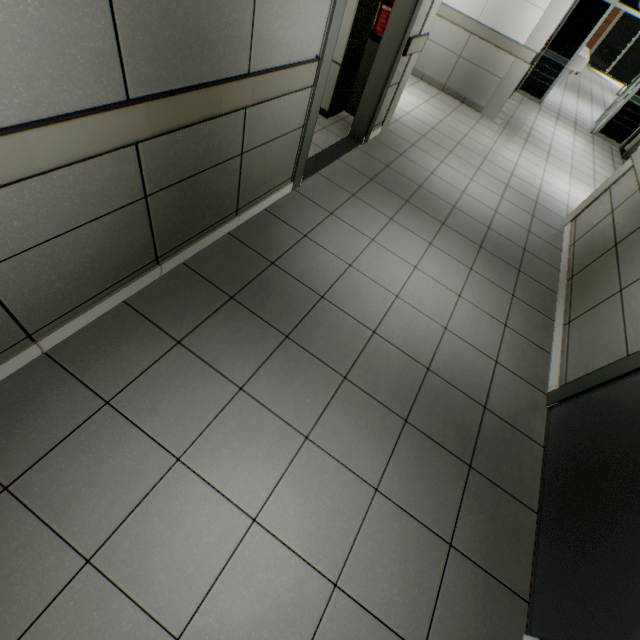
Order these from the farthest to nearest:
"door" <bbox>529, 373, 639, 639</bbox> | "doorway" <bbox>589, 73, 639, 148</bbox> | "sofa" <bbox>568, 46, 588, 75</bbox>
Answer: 1. "sofa" <bbox>568, 46, 588, 75</bbox>
2. "doorway" <bbox>589, 73, 639, 148</bbox>
3. "door" <bbox>529, 373, 639, 639</bbox>

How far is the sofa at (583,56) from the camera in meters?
12.5 m

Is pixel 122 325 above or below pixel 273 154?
below

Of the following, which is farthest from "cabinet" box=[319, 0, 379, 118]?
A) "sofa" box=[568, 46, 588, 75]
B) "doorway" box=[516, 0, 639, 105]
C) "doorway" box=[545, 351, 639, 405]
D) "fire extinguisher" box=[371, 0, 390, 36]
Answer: "sofa" box=[568, 46, 588, 75]

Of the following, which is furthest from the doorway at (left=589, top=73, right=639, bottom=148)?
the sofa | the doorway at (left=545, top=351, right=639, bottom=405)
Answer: the doorway at (left=545, top=351, right=639, bottom=405)

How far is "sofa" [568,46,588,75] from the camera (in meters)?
12.55

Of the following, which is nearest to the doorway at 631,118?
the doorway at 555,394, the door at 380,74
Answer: the door at 380,74

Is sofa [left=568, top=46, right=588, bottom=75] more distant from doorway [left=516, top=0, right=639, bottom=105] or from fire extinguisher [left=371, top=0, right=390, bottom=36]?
fire extinguisher [left=371, top=0, right=390, bottom=36]
